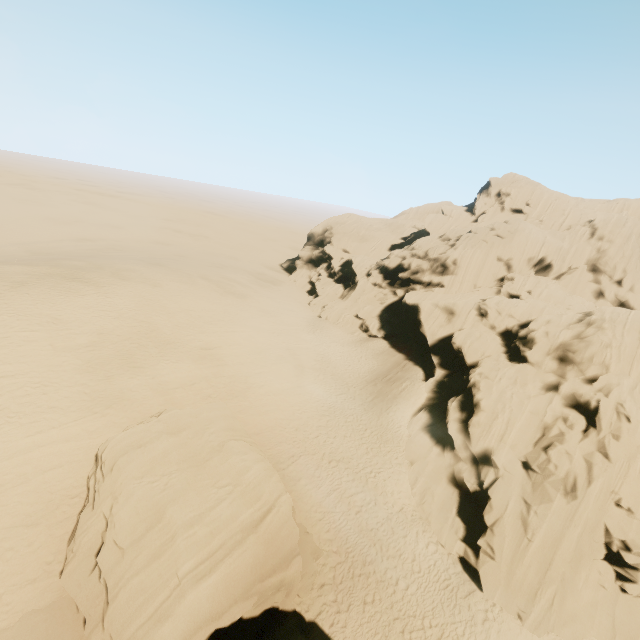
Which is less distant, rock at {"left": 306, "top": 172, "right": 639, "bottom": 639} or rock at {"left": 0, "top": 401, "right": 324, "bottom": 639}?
rock at {"left": 0, "top": 401, "right": 324, "bottom": 639}

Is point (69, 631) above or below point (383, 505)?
above

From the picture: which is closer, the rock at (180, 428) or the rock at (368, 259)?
the rock at (180, 428)
